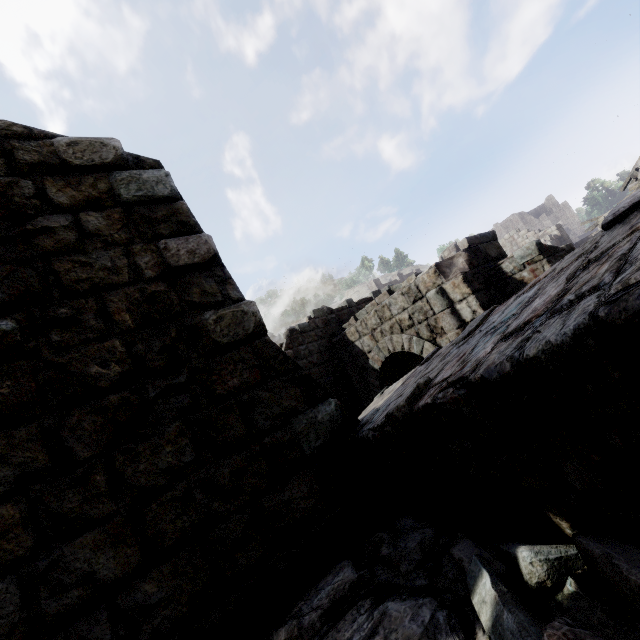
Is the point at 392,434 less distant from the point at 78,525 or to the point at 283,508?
the point at 283,508

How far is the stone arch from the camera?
7.0m

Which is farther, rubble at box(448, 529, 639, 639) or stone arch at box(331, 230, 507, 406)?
stone arch at box(331, 230, 507, 406)

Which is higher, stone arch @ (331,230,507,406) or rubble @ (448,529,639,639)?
stone arch @ (331,230,507,406)

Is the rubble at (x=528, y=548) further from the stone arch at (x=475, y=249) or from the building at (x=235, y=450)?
the stone arch at (x=475, y=249)

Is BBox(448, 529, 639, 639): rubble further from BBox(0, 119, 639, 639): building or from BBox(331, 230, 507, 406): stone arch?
BBox(331, 230, 507, 406): stone arch

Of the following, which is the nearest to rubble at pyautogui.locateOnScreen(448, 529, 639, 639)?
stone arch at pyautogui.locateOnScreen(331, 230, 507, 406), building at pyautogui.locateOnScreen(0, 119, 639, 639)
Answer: building at pyautogui.locateOnScreen(0, 119, 639, 639)
